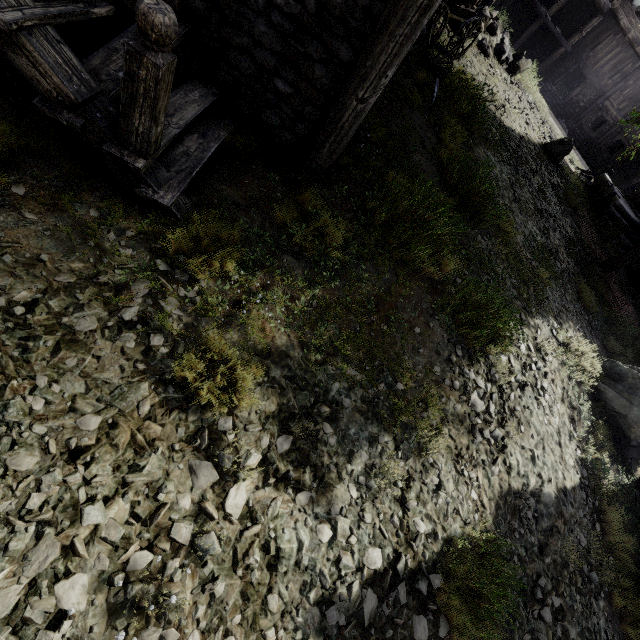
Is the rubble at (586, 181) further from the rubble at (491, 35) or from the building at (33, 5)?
the rubble at (491, 35)

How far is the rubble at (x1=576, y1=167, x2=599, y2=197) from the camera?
17.1m

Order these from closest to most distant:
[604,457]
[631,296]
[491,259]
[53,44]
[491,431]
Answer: [53,44]
[491,431]
[604,457]
[491,259]
[631,296]

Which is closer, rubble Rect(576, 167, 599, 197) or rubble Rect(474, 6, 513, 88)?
rubble Rect(474, 6, 513, 88)

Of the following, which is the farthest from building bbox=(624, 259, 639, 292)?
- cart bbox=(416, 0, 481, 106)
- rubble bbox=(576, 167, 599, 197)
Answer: cart bbox=(416, 0, 481, 106)

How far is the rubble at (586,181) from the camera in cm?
1706

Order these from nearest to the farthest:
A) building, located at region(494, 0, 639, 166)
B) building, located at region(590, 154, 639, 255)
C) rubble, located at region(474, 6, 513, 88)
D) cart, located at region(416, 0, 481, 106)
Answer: cart, located at region(416, 0, 481, 106) → rubble, located at region(474, 6, 513, 88) → building, located at region(590, 154, 639, 255) → building, located at region(494, 0, 639, 166)

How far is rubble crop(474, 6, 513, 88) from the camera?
13.22m
